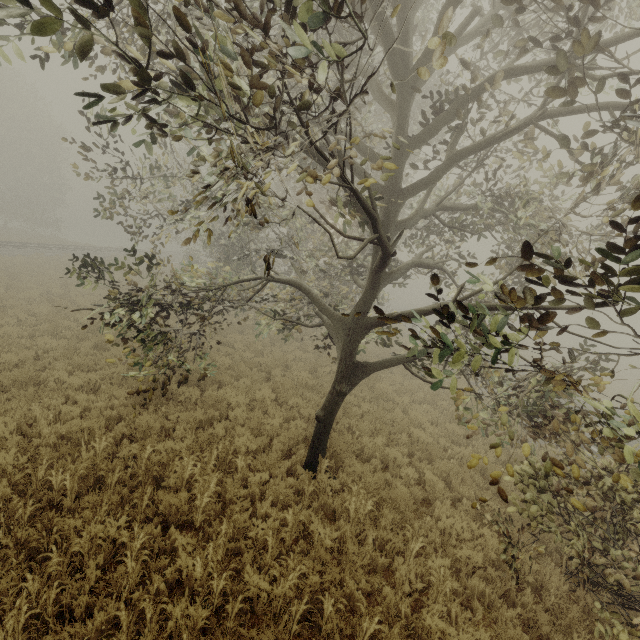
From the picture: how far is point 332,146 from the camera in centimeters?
238cm

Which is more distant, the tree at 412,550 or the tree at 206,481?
the tree at 412,550

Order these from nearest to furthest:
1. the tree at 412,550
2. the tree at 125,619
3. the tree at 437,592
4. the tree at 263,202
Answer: the tree at 263,202 → the tree at 125,619 → the tree at 437,592 → the tree at 412,550

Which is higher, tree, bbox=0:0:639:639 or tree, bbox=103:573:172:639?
tree, bbox=0:0:639:639

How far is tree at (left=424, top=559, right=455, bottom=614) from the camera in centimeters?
459cm

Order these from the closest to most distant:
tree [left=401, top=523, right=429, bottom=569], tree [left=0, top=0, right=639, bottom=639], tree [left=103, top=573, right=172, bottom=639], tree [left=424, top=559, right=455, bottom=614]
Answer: tree [left=0, top=0, right=639, bottom=639] < tree [left=103, top=573, right=172, bottom=639] < tree [left=424, top=559, right=455, bottom=614] < tree [left=401, top=523, right=429, bottom=569]

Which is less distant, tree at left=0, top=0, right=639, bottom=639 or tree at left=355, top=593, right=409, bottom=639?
tree at left=0, top=0, right=639, bottom=639
